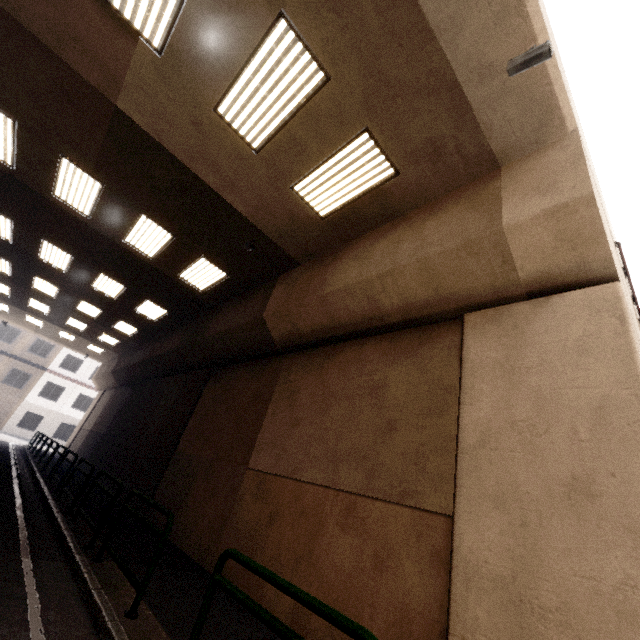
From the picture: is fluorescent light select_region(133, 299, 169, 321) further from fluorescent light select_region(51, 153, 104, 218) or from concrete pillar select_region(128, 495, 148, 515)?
fluorescent light select_region(51, 153, 104, 218)

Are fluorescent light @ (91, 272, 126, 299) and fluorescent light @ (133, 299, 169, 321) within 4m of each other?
yes

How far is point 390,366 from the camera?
6.0 meters

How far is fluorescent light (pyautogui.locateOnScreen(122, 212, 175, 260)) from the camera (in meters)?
8.83

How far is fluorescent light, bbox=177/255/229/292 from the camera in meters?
9.8 m

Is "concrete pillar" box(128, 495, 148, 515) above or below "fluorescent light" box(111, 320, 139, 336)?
below

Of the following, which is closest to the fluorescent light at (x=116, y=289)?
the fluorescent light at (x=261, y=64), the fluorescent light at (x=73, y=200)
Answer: the fluorescent light at (x=73, y=200)

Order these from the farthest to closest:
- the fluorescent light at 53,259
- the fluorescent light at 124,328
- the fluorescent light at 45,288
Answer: the fluorescent light at 124,328, the fluorescent light at 45,288, the fluorescent light at 53,259
